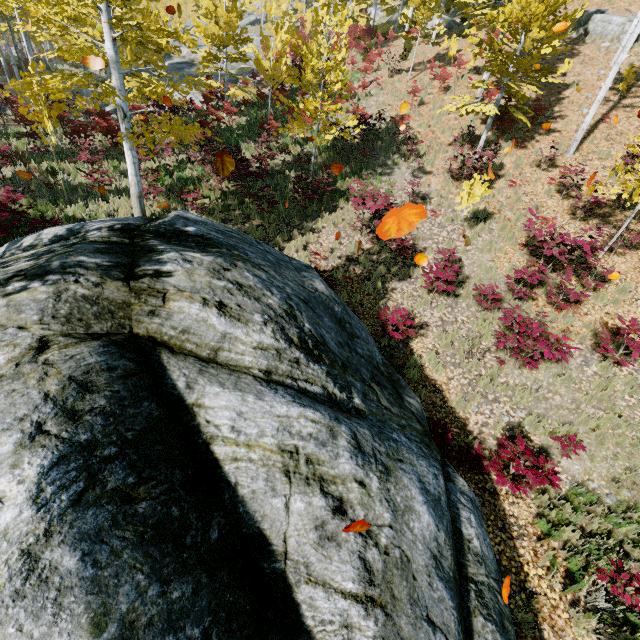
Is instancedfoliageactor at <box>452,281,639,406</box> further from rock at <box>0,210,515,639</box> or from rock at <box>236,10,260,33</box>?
rock at <box>0,210,515,639</box>

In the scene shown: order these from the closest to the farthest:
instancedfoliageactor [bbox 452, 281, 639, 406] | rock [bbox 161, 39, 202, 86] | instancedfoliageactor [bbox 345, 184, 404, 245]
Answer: instancedfoliageactor [bbox 452, 281, 639, 406] → instancedfoliageactor [bbox 345, 184, 404, 245] → rock [bbox 161, 39, 202, 86]

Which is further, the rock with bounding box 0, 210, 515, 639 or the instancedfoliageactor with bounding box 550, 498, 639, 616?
the instancedfoliageactor with bounding box 550, 498, 639, 616

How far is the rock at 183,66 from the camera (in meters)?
24.83

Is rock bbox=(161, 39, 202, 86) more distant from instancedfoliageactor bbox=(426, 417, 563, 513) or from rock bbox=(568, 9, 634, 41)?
rock bbox=(568, 9, 634, 41)

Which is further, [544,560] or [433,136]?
[433,136]

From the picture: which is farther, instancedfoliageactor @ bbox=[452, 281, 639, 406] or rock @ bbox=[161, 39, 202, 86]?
rock @ bbox=[161, 39, 202, 86]

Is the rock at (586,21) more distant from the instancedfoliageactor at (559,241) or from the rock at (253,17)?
the rock at (253,17)
